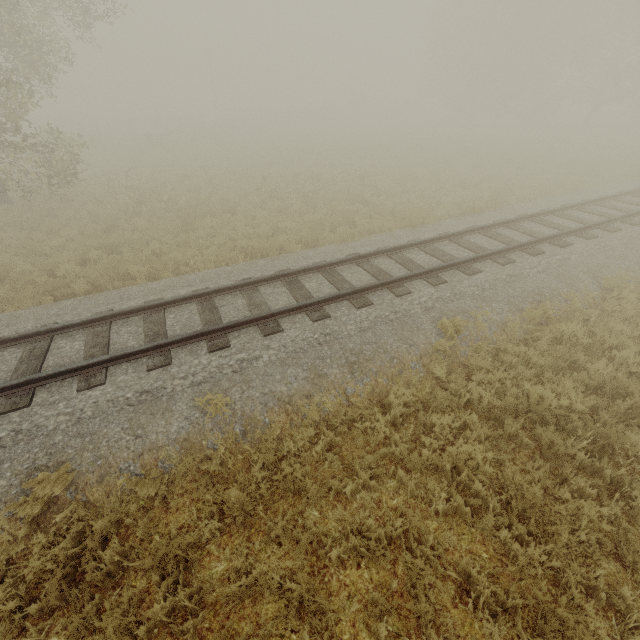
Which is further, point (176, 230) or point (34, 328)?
point (176, 230)
